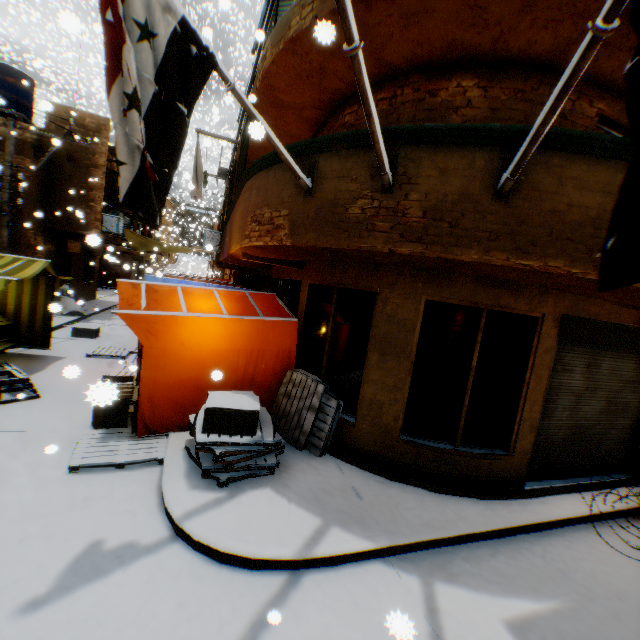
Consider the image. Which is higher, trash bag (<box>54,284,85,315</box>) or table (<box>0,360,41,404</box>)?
trash bag (<box>54,284,85,315</box>)

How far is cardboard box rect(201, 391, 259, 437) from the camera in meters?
4.3

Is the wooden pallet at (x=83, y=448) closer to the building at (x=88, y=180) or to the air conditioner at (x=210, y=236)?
the building at (x=88, y=180)

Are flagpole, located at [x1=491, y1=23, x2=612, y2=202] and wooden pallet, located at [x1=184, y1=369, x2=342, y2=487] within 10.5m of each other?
yes

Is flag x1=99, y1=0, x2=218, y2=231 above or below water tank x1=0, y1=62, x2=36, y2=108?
below

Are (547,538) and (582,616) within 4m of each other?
yes

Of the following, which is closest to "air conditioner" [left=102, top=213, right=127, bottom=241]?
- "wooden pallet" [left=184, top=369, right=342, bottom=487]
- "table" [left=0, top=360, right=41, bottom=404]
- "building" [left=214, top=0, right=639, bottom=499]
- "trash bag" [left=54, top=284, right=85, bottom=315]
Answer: "building" [left=214, top=0, right=639, bottom=499]

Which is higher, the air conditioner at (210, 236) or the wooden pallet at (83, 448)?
the air conditioner at (210, 236)
